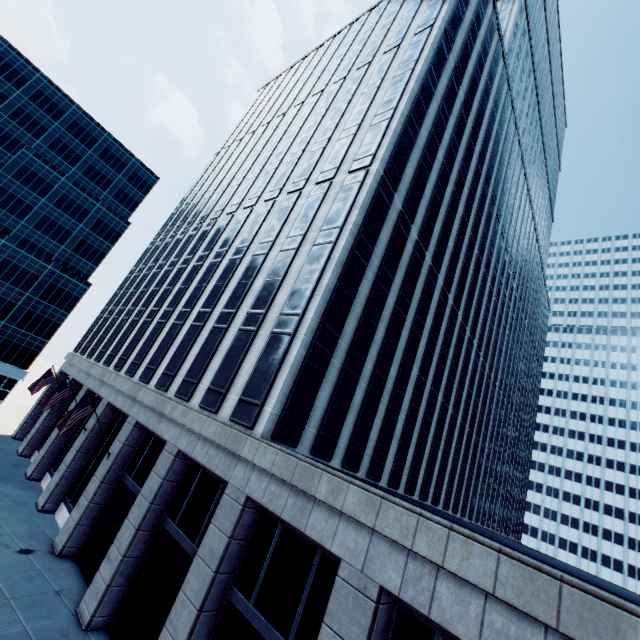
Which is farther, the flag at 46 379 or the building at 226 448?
the flag at 46 379

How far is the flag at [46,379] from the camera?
26.3m

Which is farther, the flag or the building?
the flag

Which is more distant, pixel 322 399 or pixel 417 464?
pixel 417 464

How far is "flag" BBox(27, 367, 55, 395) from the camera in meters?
26.3
